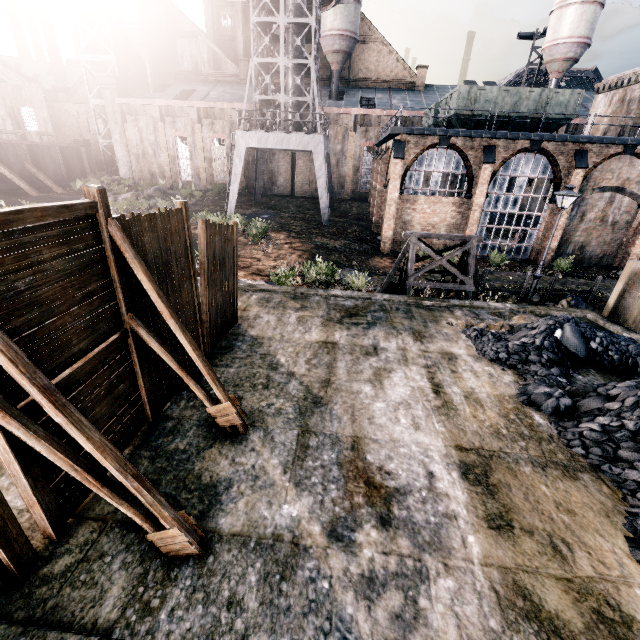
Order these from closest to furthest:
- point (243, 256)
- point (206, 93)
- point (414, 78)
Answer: point (243, 256) → point (206, 93) → point (414, 78)

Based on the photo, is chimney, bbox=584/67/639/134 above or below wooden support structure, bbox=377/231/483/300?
above

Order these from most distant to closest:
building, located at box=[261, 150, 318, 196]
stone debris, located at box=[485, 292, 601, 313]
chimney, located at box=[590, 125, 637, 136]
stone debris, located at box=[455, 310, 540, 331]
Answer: building, located at box=[261, 150, 318, 196]
chimney, located at box=[590, 125, 637, 136]
stone debris, located at box=[485, 292, 601, 313]
stone debris, located at box=[455, 310, 540, 331]

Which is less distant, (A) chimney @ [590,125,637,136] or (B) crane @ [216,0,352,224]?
(A) chimney @ [590,125,637,136]

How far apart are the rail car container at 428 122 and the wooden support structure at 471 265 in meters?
19.7 m

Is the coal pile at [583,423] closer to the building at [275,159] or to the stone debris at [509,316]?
the stone debris at [509,316]

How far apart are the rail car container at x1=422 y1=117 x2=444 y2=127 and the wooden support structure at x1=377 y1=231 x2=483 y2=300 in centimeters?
1968cm

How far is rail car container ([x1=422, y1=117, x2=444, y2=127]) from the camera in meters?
25.2 m
